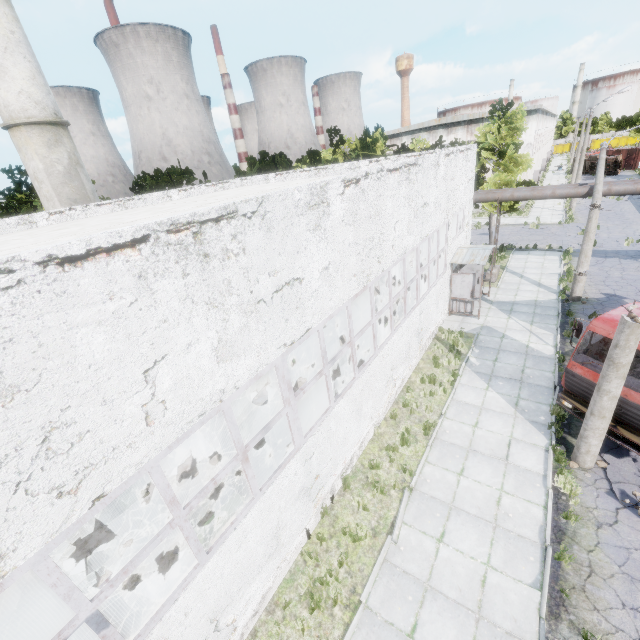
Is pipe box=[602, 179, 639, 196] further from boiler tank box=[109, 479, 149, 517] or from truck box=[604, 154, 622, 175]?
truck box=[604, 154, 622, 175]

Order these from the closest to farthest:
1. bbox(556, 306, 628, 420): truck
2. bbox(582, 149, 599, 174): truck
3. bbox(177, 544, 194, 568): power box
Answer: bbox(177, 544, 194, 568): power box < bbox(556, 306, 628, 420): truck < bbox(582, 149, 599, 174): truck

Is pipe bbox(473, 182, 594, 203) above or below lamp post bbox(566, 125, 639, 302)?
above

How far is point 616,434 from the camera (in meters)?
8.05

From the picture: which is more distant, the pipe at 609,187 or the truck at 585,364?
the pipe at 609,187

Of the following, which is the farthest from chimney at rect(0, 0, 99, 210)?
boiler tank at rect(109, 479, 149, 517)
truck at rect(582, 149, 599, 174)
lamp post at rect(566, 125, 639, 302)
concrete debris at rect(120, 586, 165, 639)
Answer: truck at rect(582, 149, 599, 174)

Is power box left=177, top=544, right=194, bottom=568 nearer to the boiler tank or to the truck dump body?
the boiler tank

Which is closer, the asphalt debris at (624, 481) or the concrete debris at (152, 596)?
the concrete debris at (152, 596)
